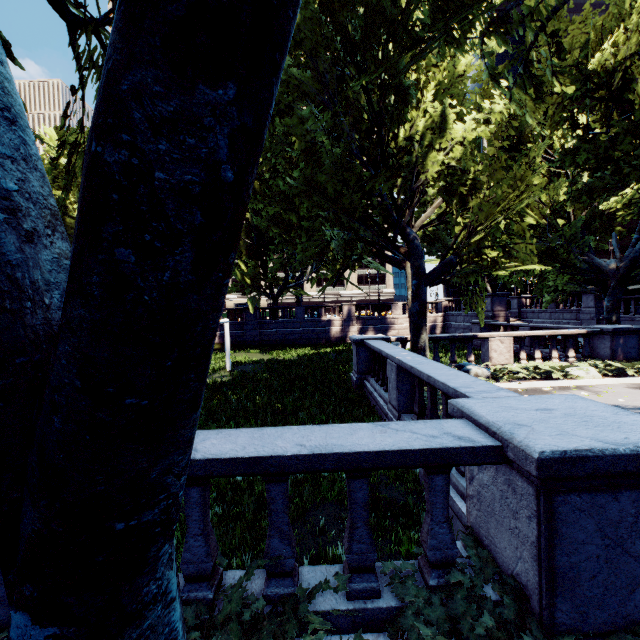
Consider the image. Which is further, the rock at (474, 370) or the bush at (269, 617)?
the rock at (474, 370)

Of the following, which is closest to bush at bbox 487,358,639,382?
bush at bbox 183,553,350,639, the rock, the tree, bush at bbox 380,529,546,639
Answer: the rock

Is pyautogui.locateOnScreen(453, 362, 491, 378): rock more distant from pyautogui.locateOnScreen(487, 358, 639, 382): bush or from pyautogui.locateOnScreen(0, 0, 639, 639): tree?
pyautogui.locateOnScreen(0, 0, 639, 639): tree

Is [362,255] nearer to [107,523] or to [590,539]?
[590,539]

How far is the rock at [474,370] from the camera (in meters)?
11.74

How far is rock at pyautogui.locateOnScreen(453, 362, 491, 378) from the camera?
11.7 meters

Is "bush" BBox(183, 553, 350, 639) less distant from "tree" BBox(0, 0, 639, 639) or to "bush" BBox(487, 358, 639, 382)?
"tree" BBox(0, 0, 639, 639)
